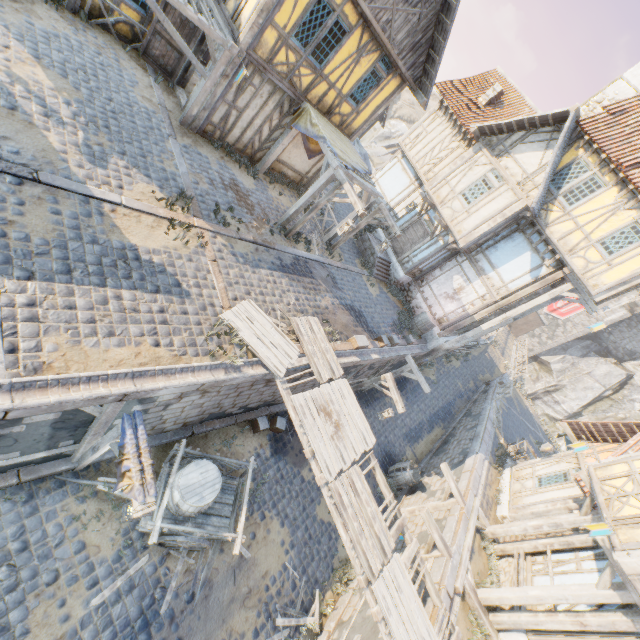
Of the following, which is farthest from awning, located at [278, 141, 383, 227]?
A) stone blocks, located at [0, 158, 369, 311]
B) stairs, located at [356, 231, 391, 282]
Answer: stairs, located at [356, 231, 391, 282]

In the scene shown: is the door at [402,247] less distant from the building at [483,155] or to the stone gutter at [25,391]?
the building at [483,155]

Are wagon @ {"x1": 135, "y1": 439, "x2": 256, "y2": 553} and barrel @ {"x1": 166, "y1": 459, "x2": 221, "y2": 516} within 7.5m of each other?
yes

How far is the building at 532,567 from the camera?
9.6m

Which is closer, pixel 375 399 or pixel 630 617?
pixel 630 617

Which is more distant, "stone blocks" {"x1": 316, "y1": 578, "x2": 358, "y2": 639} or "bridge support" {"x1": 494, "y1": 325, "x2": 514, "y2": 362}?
"bridge support" {"x1": 494, "y1": 325, "x2": 514, "y2": 362}

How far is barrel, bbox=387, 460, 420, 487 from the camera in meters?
14.0

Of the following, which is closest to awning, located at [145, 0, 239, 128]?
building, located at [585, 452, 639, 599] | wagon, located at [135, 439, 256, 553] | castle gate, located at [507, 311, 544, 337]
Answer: wagon, located at [135, 439, 256, 553]
